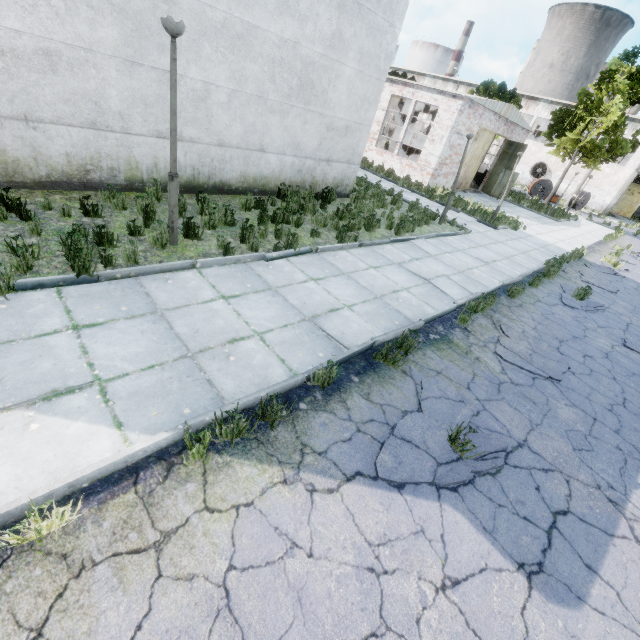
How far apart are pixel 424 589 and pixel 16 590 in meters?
2.9 m

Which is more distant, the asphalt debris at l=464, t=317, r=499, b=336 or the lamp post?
the asphalt debris at l=464, t=317, r=499, b=336

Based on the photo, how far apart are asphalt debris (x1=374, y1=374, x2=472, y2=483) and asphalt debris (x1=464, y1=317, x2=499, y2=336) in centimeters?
170cm

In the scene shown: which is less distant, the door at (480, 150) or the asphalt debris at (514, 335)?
the asphalt debris at (514, 335)

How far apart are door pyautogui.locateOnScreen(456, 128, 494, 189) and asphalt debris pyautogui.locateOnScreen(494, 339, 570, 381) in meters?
19.0 m

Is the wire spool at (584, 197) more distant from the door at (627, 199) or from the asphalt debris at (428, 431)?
the asphalt debris at (428, 431)

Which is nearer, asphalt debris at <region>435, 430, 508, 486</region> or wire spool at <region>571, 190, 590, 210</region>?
asphalt debris at <region>435, 430, 508, 486</region>

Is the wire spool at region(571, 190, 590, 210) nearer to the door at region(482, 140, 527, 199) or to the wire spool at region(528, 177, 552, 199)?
the wire spool at region(528, 177, 552, 199)
